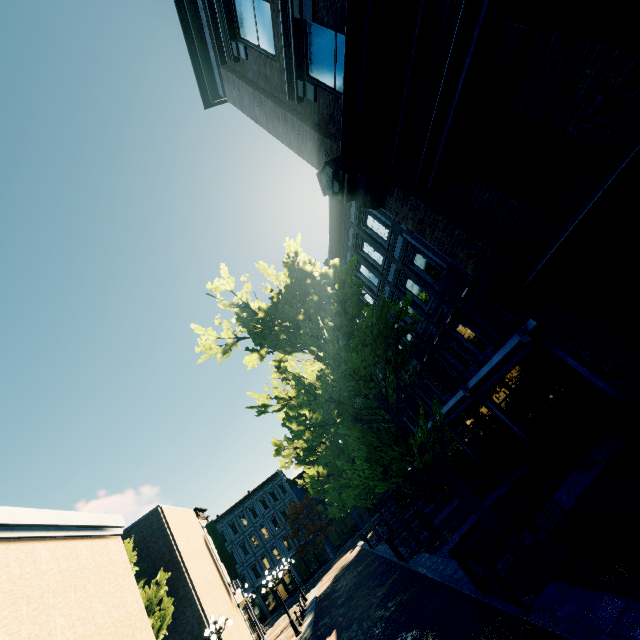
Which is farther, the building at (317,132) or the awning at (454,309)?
the awning at (454,309)

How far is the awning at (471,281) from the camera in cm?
1007

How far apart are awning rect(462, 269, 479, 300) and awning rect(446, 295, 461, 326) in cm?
Answer: 54

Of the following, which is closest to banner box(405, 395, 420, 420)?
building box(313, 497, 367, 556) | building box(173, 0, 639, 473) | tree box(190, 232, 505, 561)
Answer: building box(173, 0, 639, 473)

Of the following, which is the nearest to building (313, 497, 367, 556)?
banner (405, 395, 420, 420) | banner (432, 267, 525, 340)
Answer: banner (405, 395, 420, 420)

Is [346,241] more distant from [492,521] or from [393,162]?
[492,521]

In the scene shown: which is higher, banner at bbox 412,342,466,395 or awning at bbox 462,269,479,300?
awning at bbox 462,269,479,300

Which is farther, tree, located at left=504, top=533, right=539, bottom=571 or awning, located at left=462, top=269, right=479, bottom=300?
awning, located at left=462, top=269, right=479, bottom=300
